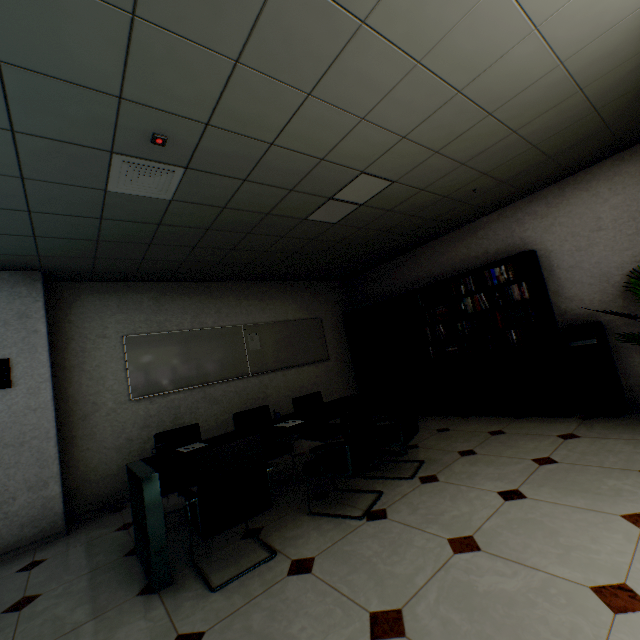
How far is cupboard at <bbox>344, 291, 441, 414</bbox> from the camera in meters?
5.6

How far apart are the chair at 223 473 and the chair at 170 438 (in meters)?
1.21

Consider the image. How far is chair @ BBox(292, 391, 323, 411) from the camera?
4.4 meters

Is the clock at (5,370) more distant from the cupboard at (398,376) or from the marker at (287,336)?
the cupboard at (398,376)

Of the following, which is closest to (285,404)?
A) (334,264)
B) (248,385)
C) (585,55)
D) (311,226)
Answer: (248,385)

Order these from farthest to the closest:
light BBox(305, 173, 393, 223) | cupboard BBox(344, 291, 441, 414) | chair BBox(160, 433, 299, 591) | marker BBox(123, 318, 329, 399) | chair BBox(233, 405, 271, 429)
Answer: cupboard BBox(344, 291, 441, 414) → marker BBox(123, 318, 329, 399) → chair BBox(233, 405, 271, 429) → light BBox(305, 173, 393, 223) → chair BBox(160, 433, 299, 591)

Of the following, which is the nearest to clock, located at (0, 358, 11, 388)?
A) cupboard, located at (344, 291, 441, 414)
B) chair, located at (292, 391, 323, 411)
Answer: chair, located at (292, 391, 323, 411)

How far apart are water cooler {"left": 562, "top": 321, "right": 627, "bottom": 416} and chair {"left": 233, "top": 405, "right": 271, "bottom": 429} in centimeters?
389cm
